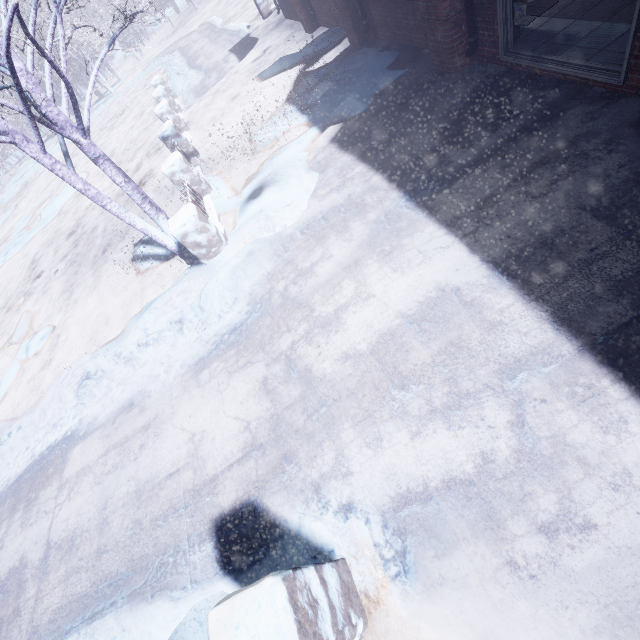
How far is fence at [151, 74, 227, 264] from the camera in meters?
4.5 m

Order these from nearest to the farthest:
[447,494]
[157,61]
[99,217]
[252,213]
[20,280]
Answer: [447,494], [252,213], [99,217], [20,280], [157,61]

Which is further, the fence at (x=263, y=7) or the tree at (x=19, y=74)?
the fence at (x=263, y=7)

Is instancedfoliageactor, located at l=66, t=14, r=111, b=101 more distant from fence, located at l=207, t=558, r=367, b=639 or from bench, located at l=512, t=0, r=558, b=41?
fence, located at l=207, t=558, r=367, b=639

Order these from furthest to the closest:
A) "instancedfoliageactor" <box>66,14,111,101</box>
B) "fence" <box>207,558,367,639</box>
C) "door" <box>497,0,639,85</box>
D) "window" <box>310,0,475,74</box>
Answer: "instancedfoliageactor" <box>66,14,111,101</box>
"window" <box>310,0,475,74</box>
"door" <box>497,0,639,85</box>
"fence" <box>207,558,367,639</box>

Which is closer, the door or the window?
the door

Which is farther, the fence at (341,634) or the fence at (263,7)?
the fence at (263,7)

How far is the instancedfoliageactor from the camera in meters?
24.6
